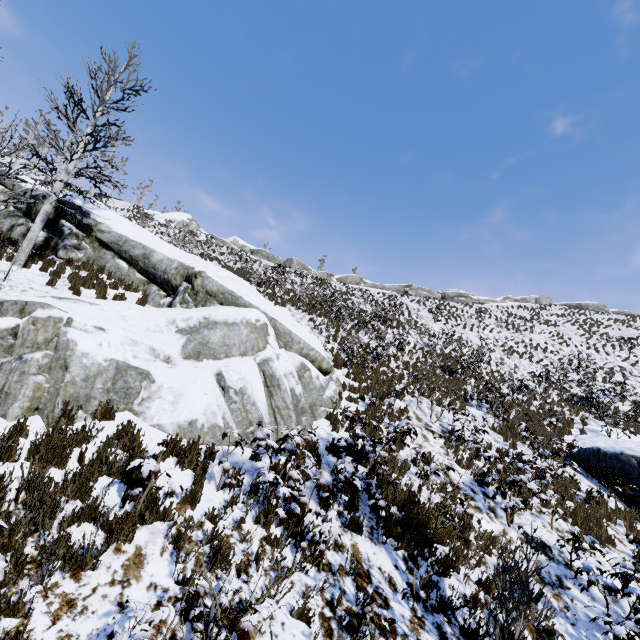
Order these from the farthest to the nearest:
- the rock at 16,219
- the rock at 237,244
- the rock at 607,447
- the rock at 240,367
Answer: the rock at 237,244 → the rock at 16,219 → the rock at 607,447 → the rock at 240,367

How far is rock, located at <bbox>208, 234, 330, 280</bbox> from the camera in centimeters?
3816cm

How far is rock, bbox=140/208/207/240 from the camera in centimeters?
4094cm

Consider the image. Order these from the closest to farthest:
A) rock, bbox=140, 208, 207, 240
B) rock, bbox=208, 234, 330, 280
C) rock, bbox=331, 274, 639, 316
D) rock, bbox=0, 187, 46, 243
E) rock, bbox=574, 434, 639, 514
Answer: rock, bbox=574, 434, 639, 514
rock, bbox=0, 187, 46, 243
rock, bbox=208, 234, 330, 280
rock, bbox=331, 274, 639, 316
rock, bbox=140, 208, 207, 240

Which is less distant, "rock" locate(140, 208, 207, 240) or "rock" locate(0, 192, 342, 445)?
"rock" locate(0, 192, 342, 445)

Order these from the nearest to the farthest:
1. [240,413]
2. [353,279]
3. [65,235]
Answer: [240,413]
[65,235]
[353,279]

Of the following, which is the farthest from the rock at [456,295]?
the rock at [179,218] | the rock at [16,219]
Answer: the rock at [16,219]
